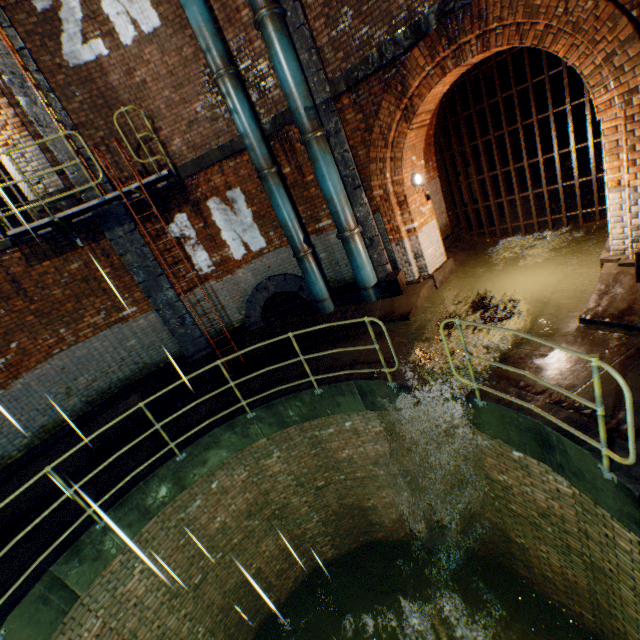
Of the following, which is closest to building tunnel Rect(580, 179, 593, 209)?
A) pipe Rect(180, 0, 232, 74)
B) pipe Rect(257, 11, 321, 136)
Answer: pipe Rect(257, 11, 321, 136)

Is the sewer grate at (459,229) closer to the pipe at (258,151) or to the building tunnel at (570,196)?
the building tunnel at (570,196)

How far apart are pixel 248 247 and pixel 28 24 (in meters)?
6.07

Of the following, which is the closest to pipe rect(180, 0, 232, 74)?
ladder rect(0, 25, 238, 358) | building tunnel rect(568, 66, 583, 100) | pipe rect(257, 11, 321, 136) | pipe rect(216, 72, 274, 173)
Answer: pipe rect(216, 72, 274, 173)

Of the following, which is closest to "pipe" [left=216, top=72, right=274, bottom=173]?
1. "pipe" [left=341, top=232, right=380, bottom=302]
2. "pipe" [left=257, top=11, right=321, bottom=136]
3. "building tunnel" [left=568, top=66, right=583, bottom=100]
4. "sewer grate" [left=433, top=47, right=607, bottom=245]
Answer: "pipe" [left=257, top=11, right=321, bottom=136]

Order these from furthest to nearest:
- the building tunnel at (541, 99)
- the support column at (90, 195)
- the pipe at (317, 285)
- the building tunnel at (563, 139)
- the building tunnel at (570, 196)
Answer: the building tunnel at (563, 139), the building tunnel at (541, 99), the building tunnel at (570, 196), the pipe at (317, 285), the support column at (90, 195)

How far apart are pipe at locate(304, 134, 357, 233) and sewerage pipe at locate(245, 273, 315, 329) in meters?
1.6 m

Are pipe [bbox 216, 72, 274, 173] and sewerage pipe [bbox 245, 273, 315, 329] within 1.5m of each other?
no
